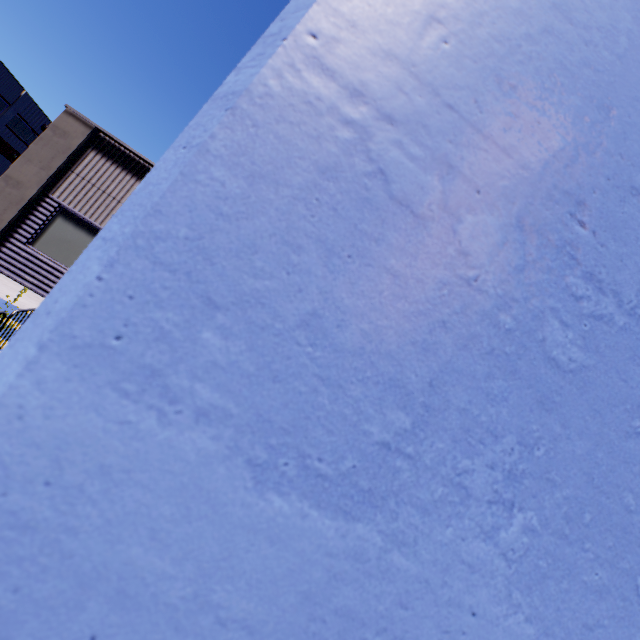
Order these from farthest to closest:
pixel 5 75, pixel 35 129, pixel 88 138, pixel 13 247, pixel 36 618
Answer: pixel 35 129 < pixel 5 75 < pixel 88 138 < pixel 13 247 < pixel 36 618
